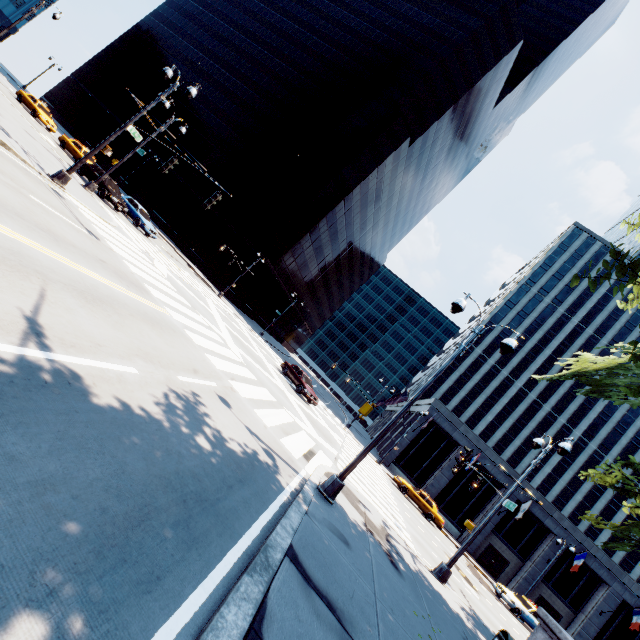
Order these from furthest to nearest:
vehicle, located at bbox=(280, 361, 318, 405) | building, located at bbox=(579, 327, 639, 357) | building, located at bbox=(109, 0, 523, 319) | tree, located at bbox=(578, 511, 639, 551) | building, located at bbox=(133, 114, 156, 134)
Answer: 1. building, located at bbox=(579, 327, 639, 357)
2. building, located at bbox=(133, 114, 156, 134)
3. building, located at bbox=(109, 0, 523, 319)
4. vehicle, located at bbox=(280, 361, 318, 405)
5. tree, located at bbox=(578, 511, 639, 551)

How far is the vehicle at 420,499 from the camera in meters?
27.8 m

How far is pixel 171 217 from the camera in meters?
51.9 m

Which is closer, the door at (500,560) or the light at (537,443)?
the light at (537,443)

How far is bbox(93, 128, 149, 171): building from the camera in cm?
5647

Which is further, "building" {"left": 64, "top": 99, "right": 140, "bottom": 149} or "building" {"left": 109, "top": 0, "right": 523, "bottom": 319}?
"building" {"left": 64, "top": 99, "right": 140, "bottom": 149}

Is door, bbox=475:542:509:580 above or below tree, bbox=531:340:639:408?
below
